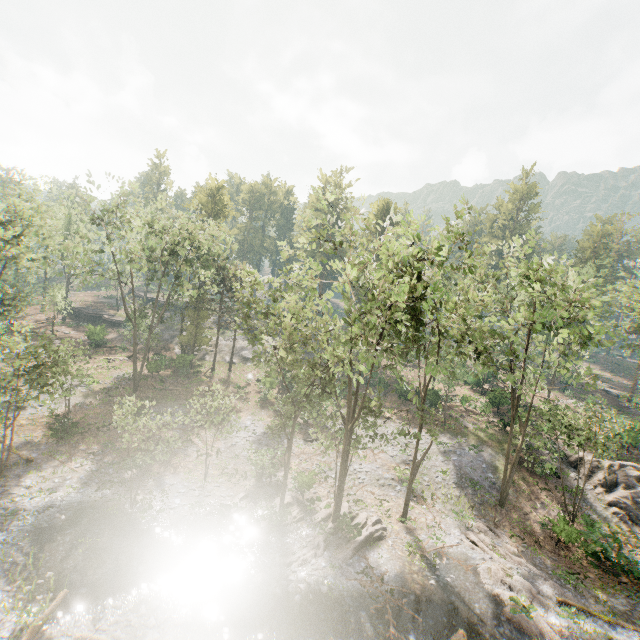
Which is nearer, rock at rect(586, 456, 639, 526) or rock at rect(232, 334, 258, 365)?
A: rock at rect(586, 456, 639, 526)

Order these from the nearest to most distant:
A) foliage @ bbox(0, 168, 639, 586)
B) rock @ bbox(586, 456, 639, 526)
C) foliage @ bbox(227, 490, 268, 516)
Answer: foliage @ bbox(0, 168, 639, 586) → foliage @ bbox(227, 490, 268, 516) → rock @ bbox(586, 456, 639, 526)

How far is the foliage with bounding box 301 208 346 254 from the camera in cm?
1622

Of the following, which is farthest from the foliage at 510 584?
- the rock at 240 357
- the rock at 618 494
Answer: the rock at 618 494

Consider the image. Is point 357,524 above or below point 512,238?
below

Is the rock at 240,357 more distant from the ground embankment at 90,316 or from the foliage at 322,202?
the ground embankment at 90,316

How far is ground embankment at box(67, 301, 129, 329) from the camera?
53.11m

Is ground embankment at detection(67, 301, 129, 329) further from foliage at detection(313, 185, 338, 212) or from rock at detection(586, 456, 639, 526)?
rock at detection(586, 456, 639, 526)
